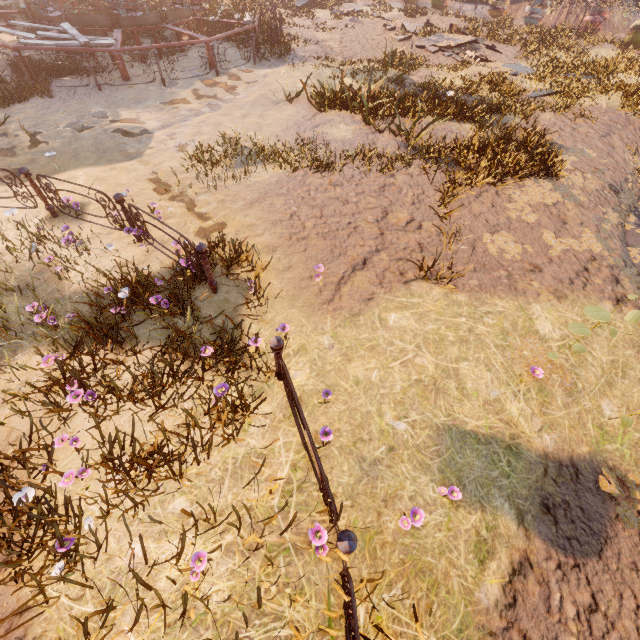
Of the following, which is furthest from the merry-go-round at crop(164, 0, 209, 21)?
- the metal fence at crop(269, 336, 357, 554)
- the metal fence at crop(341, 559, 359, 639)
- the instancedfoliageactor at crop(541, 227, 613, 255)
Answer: the metal fence at crop(341, 559, 359, 639)

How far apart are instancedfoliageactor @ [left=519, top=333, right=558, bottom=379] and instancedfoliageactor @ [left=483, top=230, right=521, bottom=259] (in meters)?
1.73

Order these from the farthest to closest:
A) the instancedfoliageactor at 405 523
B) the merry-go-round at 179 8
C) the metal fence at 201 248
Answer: the merry-go-round at 179 8 < the metal fence at 201 248 < the instancedfoliageactor at 405 523

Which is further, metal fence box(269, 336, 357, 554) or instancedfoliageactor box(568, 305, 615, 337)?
instancedfoliageactor box(568, 305, 615, 337)

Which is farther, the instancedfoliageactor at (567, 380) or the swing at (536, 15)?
the swing at (536, 15)

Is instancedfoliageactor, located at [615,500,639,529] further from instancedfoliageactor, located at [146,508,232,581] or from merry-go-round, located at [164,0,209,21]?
merry-go-round, located at [164,0,209,21]

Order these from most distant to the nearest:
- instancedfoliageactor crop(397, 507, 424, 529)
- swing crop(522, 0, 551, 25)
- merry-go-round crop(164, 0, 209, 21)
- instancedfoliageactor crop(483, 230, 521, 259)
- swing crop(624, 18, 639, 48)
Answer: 1. swing crop(522, 0, 551, 25)
2. swing crop(624, 18, 639, 48)
3. merry-go-round crop(164, 0, 209, 21)
4. instancedfoliageactor crop(483, 230, 521, 259)
5. instancedfoliageactor crop(397, 507, 424, 529)

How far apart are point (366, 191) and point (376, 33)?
16.06m
